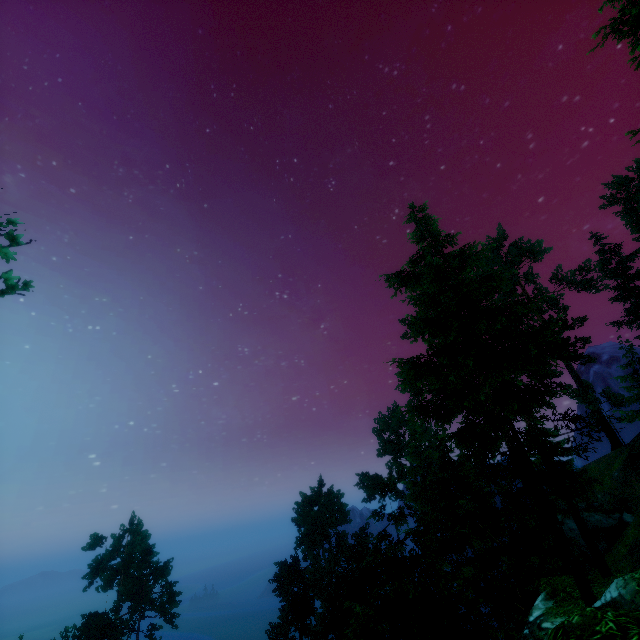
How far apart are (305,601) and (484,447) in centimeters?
4254cm

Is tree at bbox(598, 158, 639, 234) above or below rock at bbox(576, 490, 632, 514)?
above

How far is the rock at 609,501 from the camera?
29.5 meters

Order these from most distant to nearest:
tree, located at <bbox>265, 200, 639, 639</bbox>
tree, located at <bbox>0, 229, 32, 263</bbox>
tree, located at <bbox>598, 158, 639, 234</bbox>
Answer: tree, located at <bbox>598, 158, 639, 234</bbox>, tree, located at <bbox>265, 200, 639, 639</bbox>, tree, located at <bbox>0, 229, 32, 263</bbox>

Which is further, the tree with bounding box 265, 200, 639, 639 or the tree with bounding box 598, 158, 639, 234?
the tree with bounding box 598, 158, 639, 234

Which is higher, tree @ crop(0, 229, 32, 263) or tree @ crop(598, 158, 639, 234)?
tree @ crop(598, 158, 639, 234)

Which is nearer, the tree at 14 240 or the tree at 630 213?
the tree at 14 240

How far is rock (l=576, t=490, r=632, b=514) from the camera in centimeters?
2953cm
